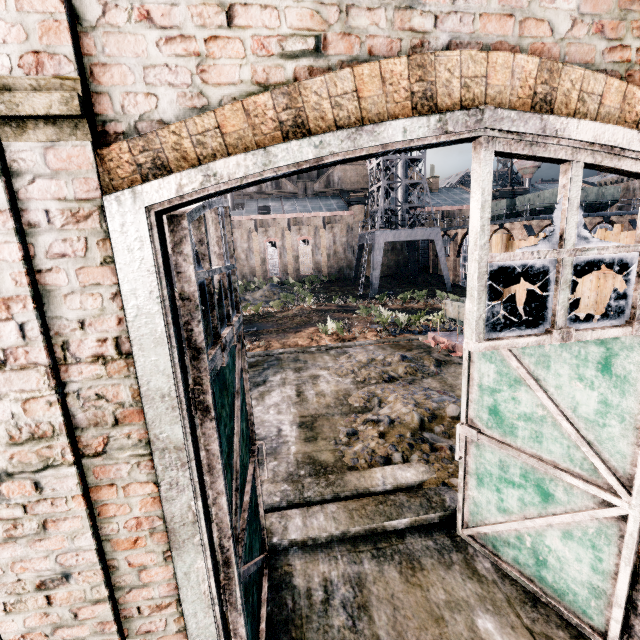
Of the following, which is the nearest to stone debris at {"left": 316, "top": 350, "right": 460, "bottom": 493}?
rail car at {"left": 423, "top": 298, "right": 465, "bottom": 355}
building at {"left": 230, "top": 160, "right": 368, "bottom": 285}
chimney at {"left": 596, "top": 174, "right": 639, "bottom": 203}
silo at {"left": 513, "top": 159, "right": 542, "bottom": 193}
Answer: rail car at {"left": 423, "top": 298, "right": 465, "bottom": 355}

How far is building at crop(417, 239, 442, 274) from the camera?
50.2m

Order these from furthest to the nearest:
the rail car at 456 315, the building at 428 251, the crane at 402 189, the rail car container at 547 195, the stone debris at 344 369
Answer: the building at 428 251 → the crane at 402 189 → the rail car container at 547 195 → the rail car at 456 315 → the stone debris at 344 369

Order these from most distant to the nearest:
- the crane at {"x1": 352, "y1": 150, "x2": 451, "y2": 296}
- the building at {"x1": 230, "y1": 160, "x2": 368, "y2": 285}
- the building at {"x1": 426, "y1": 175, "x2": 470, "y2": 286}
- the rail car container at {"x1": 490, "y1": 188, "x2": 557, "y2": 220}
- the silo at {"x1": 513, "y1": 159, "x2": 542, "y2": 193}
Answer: the silo at {"x1": 513, "y1": 159, "x2": 542, "y2": 193} → the building at {"x1": 230, "y1": 160, "x2": 368, "y2": 285} → the building at {"x1": 426, "y1": 175, "x2": 470, "y2": 286} → the crane at {"x1": 352, "y1": 150, "x2": 451, "y2": 296} → the rail car container at {"x1": 490, "y1": 188, "x2": 557, "y2": 220}

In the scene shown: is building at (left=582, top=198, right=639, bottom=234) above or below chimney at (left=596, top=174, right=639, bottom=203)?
below

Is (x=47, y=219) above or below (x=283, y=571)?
above

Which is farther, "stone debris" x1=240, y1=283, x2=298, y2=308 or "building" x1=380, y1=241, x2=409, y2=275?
"building" x1=380, y1=241, x2=409, y2=275

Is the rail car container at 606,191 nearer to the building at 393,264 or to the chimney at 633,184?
the chimney at 633,184
